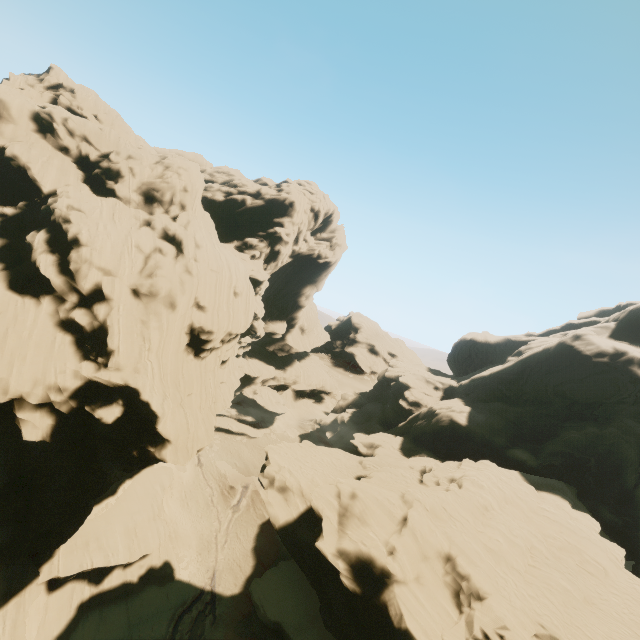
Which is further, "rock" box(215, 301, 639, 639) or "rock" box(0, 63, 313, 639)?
"rock" box(0, 63, 313, 639)

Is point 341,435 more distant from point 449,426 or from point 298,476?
point 298,476

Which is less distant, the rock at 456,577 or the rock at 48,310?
the rock at 456,577
